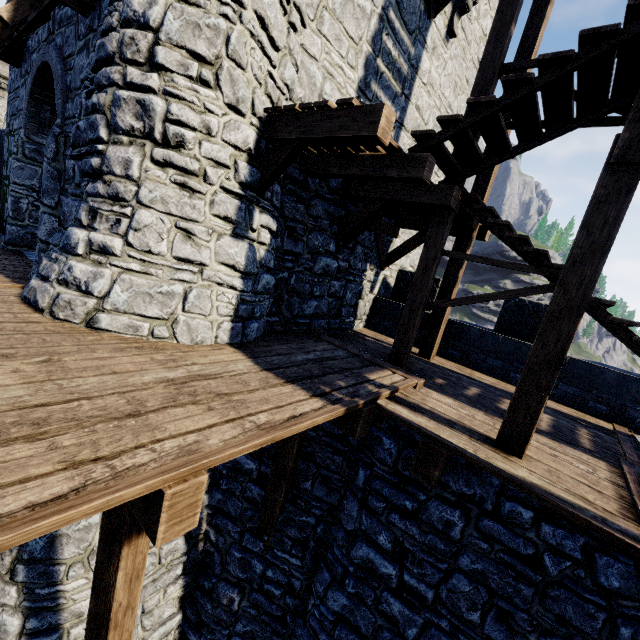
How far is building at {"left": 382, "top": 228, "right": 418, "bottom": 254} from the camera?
9.4 meters

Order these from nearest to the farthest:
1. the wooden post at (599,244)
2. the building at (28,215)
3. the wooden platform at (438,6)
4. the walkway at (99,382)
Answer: the walkway at (99,382) → the wooden post at (599,244) → the building at (28,215) → the wooden platform at (438,6)

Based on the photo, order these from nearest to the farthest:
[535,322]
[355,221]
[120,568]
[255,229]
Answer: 1. [120,568]
2. [255,229]
3. [355,221]
4. [535,322]

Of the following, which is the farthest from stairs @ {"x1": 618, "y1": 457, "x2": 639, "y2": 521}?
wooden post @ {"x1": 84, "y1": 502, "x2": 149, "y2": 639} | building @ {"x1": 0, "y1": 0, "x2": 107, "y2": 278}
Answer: wooden post @ {"x1": 84, "y1": 502, "x2": 149, "y2": 639}

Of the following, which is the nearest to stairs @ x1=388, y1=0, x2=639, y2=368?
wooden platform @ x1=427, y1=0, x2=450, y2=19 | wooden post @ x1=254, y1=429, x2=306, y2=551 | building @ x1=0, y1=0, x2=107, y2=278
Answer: wooden platform @ x1=427, y1=0, x2=450, y2=19

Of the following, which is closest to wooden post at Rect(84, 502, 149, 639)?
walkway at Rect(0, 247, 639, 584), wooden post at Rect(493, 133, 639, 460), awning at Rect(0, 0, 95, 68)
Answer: walkway at Rect(0, 247, 639, 584)

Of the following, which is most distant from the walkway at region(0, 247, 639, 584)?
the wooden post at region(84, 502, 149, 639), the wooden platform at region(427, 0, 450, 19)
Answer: the wooden platform at region(427, 0, 450, 19)

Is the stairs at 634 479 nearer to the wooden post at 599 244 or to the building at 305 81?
the wooden post at 599 244
